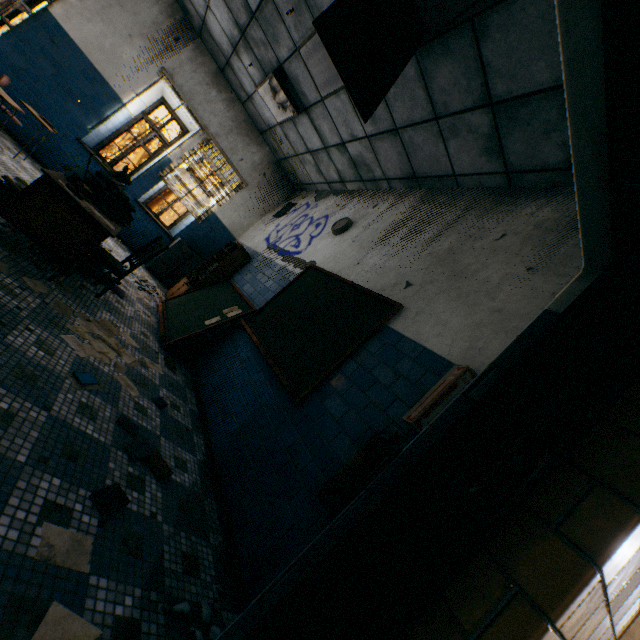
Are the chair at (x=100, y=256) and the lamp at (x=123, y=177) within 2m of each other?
yes

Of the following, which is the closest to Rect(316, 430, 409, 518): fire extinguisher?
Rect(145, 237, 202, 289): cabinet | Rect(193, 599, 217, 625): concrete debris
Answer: Rect(193, 599, 217, 625): concrete debris

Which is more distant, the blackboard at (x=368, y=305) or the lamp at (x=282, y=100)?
the lamp at (x=282, y=100)

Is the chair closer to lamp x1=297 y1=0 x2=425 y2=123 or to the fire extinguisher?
lamp x1=297 y1=0 x2=425 y2=123

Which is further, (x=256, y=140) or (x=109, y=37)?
(x=256, y=140)

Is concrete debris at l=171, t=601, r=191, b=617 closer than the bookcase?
Yes

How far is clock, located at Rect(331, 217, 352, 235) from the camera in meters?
4.8 m

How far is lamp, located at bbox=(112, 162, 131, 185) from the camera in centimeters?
305cm
